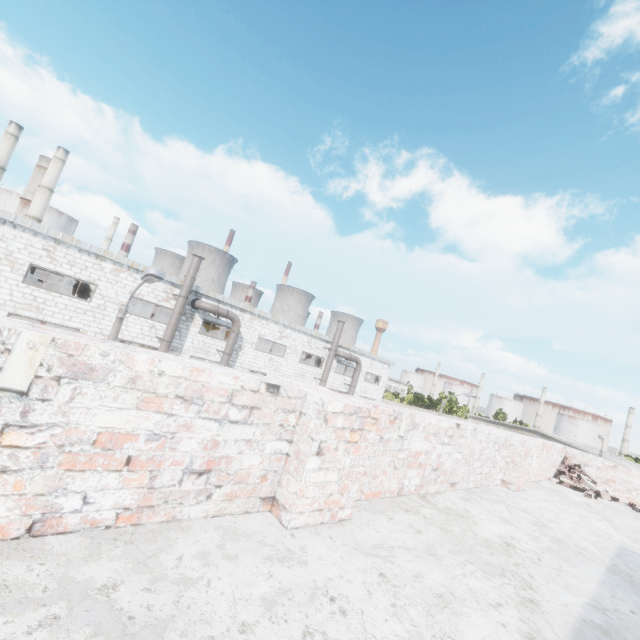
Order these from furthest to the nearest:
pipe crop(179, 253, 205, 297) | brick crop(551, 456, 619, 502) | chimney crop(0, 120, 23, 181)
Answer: chimney crop(0, 120, 23, 181) < pipe crop(179, 253, 205, 297) < brick crop(551, 456, 619, 502)

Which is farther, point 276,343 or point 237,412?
point 276,343

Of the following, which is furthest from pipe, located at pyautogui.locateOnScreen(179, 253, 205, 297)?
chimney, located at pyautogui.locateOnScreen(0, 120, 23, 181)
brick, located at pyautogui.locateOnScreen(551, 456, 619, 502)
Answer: chimney, located at pyautogui.locateOnScreen(0, 120, 23, 181)

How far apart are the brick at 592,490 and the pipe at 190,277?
18.5m

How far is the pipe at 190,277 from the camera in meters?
19.2

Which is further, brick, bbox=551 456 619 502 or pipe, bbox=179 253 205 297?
pipe, bbox=179 253 205 297
